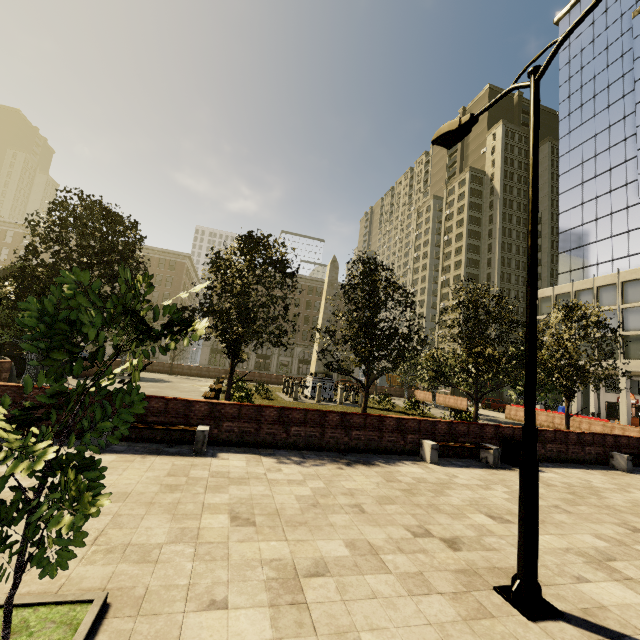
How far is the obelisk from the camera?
24.94m

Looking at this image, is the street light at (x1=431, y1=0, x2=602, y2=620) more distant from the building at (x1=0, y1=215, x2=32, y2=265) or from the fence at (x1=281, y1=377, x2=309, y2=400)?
the fence at (x1=281, y1=377, x2=309, y2=400)

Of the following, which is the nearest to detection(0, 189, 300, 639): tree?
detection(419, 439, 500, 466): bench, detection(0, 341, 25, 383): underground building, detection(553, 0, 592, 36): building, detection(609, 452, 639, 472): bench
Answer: detection(0, 341, 25, 383): underground building

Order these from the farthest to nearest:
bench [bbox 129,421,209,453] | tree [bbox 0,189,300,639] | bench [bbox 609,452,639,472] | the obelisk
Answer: the obelisk < bench [bbox 609,452,639,472] < bench [bbox 129,421,209,453] < tree [bbox 0,189,300,639]

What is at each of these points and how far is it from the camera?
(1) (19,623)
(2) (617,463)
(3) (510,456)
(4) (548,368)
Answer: (1) tree, 2.75m
(2) bench, 12.48m
(3) trash bin, 11.02m
(4) tree, 16.92m

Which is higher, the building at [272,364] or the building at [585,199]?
the building at [585,199]

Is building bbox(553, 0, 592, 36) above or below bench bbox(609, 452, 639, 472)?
above

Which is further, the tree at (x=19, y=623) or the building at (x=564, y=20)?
the building at (x=564, y=20)
